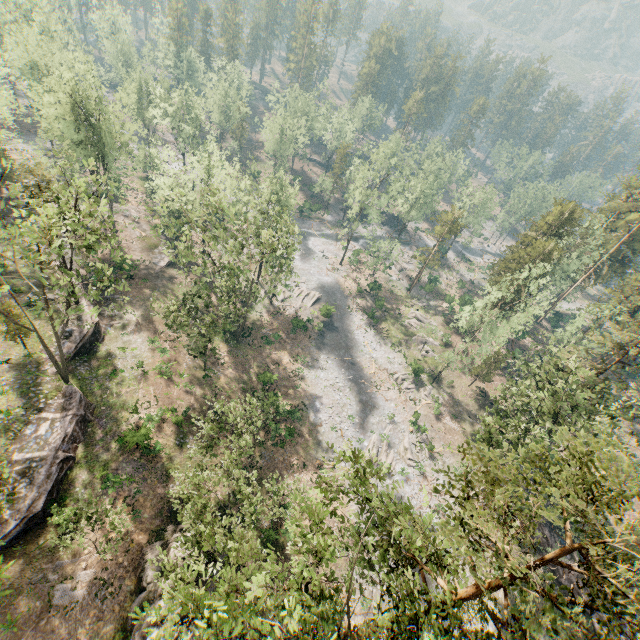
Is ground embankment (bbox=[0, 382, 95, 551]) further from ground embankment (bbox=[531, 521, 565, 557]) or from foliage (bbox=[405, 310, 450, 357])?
ground embankment (bbox=[531, 521, 565, 557])

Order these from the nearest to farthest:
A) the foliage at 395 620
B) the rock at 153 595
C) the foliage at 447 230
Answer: the foliage at 395 620 → the rock at 153 595 → the foliage at 447 230

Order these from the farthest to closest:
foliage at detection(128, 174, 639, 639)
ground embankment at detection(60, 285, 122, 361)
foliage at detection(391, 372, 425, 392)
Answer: foliage at detection(391, 372, 425, 392) < ground embankment at detection(60, 285, 122, 361) < foliage at detection(128, 174, 639, 639)

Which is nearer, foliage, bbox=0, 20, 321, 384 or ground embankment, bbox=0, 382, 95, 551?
foliage, bbox=0, 20, 321, 384

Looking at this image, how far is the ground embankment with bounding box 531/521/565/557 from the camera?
33.4 meters

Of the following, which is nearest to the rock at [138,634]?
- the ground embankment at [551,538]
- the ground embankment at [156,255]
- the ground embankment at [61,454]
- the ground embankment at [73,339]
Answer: the ground embankment at [61,454]

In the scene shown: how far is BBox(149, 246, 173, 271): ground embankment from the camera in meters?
45.8 m

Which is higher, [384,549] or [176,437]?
[384,549]
